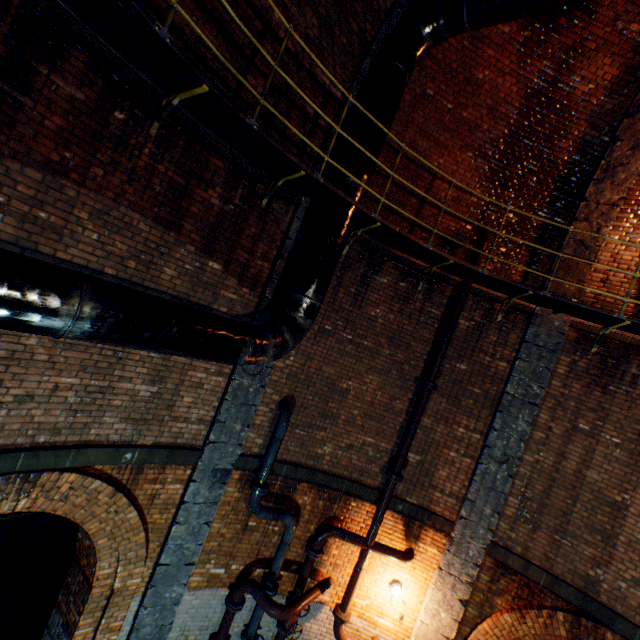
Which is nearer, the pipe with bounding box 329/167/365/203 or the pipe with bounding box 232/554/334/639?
the pipe with bounding box 329/167/365/203

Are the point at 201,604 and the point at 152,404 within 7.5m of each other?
yes

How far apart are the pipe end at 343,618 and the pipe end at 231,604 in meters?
1.8

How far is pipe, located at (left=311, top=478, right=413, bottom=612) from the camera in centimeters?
650cm

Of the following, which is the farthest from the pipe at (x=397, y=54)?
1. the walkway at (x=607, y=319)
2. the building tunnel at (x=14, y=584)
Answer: the building tunnel at (x=14, y=584)

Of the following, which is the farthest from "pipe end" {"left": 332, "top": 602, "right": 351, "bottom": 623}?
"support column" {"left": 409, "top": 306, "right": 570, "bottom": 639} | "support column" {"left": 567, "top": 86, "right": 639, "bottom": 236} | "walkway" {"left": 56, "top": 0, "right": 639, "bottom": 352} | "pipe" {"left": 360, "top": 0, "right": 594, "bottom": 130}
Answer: "support column" {"left": 567, "top": 86, "right": 639, "bottom": 236}

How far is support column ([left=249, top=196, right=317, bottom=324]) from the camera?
5.7 meters

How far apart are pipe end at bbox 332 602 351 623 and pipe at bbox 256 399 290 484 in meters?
3.1
